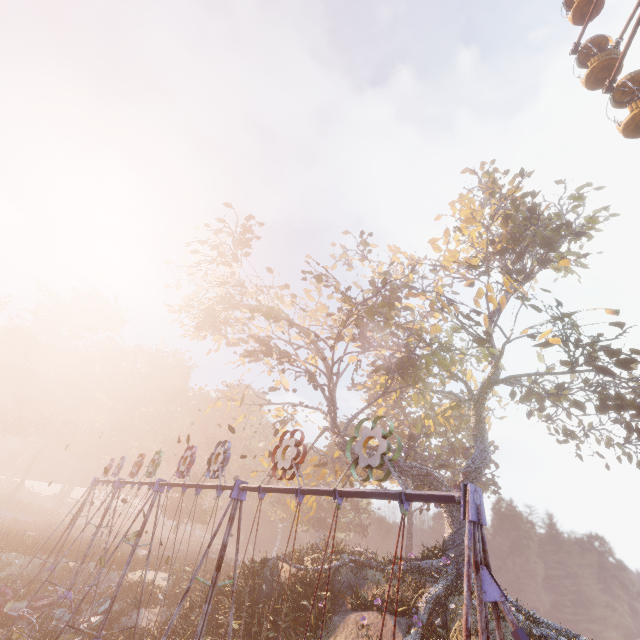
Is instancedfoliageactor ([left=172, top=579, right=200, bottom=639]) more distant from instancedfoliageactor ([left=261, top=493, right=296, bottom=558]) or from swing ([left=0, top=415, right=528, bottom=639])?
instancedfoliageactor ([left=261, top=493, right=296, bottom=558])

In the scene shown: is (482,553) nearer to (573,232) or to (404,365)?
(404,365)

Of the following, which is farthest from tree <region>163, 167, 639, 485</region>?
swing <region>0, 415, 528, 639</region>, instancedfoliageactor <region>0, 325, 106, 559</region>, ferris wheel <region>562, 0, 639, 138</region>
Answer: instancedfoliageactor <region>0, 325, 106, 559</region>

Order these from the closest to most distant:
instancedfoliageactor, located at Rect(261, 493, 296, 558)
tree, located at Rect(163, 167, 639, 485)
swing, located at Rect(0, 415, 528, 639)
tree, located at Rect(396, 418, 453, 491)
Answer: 1. swing, located at Rect(0, 415, 528, 639)
2. tree, located at Rect(163, 167, 639, 485)
3. tree, located at Rect(396, 418, 453, 491)
4. instancedfoliageactor, located at Rect(261, 493, 296, 558)

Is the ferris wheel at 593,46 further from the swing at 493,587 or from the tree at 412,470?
the swing at 493,587

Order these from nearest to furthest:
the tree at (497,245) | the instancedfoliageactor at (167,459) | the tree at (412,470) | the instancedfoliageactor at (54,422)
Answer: the tree at (497,245) < the tree at (412,470) < the instancedfoliageactor at (54,422) < the instancedfoliageactor at (167,459)

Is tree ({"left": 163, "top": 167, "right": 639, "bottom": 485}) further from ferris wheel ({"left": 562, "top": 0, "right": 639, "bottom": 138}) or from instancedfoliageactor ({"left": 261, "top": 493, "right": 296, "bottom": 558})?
instancedfoliageactor ({"left": 261, "top": 493, "right": 296, "bottom": 558})
